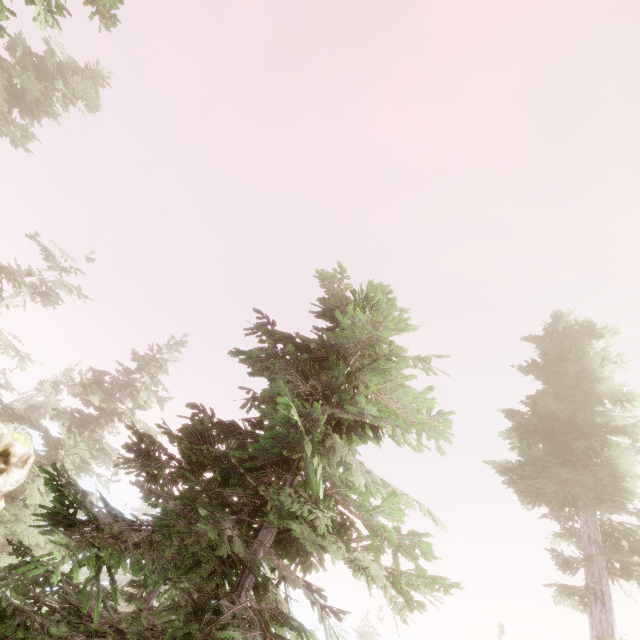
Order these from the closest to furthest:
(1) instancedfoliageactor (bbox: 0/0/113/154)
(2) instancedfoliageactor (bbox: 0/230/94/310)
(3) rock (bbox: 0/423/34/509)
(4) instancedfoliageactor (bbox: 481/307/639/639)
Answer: (1) instancedfoliageactor (bbox: 0/0/113/154) → (3) rock (bbox: 0/423/34/509) → (4) instancedfoliageactor (bbox: 481/307/639/639) → (2) instancedfoliageactor (bbox: 0/230/94/310)

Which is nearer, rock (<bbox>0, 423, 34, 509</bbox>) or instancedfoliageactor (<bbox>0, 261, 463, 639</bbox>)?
instancedfoliageactor (<bbox>0, 261, 463, 639</bbox>)

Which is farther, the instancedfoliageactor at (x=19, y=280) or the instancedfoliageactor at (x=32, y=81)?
the instancedfoliageactor at (x=19, y=280)

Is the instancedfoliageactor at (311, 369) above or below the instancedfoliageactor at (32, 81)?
→ below

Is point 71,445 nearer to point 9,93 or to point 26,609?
point 26,609

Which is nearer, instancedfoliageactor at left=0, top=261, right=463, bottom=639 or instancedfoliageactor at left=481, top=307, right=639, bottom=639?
instancedfoliageactor at left=0, top=261, right=463, bottom=639
